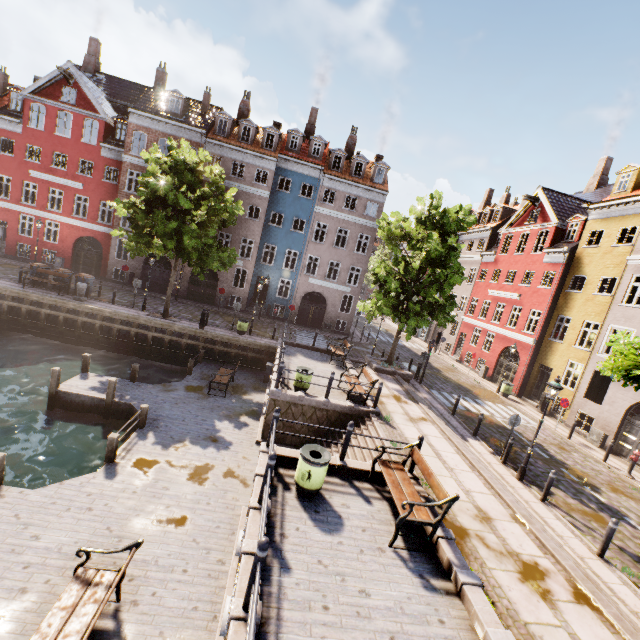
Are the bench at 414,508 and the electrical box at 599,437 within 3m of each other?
no

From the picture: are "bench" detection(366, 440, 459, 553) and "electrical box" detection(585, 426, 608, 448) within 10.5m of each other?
no

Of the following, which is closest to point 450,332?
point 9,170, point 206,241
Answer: point 206,241

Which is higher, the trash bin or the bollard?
the bollard

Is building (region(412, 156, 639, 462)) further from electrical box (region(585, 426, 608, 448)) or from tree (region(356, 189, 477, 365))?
tree (region(356, 189, 477, 365))

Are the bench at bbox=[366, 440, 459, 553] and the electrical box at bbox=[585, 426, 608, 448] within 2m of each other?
no

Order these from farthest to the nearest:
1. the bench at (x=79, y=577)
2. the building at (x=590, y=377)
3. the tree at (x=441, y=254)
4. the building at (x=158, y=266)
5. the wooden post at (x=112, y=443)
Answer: the building at (x=158, y=266)
the building at (x=590, y=377)
the tree at (x=441, y=254)
the wooden post at (x=112, y=443)
the bench at (x=79, y=577)

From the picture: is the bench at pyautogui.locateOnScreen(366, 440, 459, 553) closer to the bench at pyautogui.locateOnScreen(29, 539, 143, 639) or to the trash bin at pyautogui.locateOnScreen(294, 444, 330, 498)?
the trash bin at pyautogui.locateOnScreen(294, 444, 330, 498)
